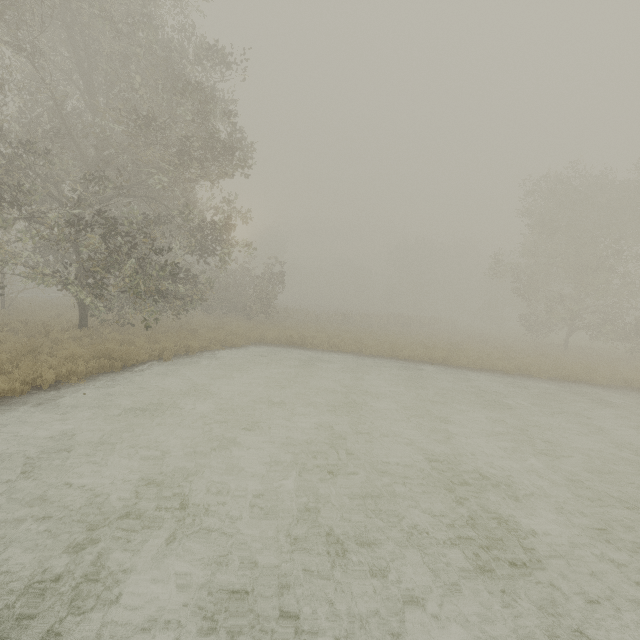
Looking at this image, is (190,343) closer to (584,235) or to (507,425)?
Result: (507,425)
